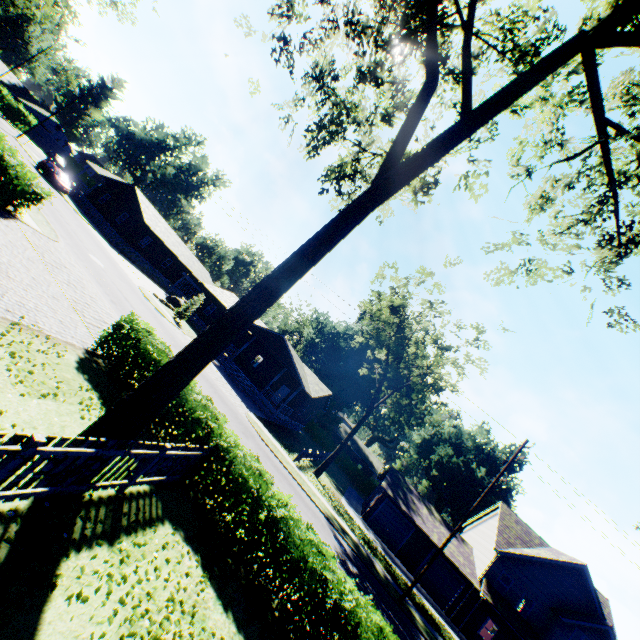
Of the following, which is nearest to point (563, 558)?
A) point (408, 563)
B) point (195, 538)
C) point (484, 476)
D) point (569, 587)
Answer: point (569, 587)

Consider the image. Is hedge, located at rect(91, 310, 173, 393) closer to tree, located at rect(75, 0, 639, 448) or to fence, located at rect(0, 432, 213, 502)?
fence, located at rect(0, 432, 213, 502)

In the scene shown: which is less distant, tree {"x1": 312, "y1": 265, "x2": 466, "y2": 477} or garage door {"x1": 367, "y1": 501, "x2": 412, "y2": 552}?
tree {"x1": 312, "y1": 265, "x2": 466, "y2": 477}

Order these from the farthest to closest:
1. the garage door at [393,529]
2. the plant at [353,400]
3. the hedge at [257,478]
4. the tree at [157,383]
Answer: the plant at [353,400] < the garage door at [393,529] < the hedge at [257,478] < the tree at [157,383]

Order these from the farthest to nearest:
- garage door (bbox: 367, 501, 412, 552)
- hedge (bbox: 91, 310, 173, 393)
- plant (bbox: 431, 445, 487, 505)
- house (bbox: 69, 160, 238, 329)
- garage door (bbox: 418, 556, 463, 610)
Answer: plant (bbox: 431, 445, 487, 505)
house (bbox: 69, 160, 238, 329)
garage door (bbox: 367, 501, 412, 552)
garage door (bbox: 418, 556, 463, 610)
hedge (bbox: 91, 310, 173, 393)

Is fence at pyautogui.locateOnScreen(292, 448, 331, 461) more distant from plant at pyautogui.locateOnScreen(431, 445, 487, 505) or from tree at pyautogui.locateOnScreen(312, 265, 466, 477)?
plant at pyautogui.locateOnScreen(431, 445, 487, 505)

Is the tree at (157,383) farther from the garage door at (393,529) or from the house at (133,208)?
the house at (133,208)

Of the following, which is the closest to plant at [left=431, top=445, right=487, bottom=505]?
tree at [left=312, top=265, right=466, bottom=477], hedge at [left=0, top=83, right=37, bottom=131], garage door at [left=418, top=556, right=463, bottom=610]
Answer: tree at [left=312, top=265, right=466, bottom=477]
